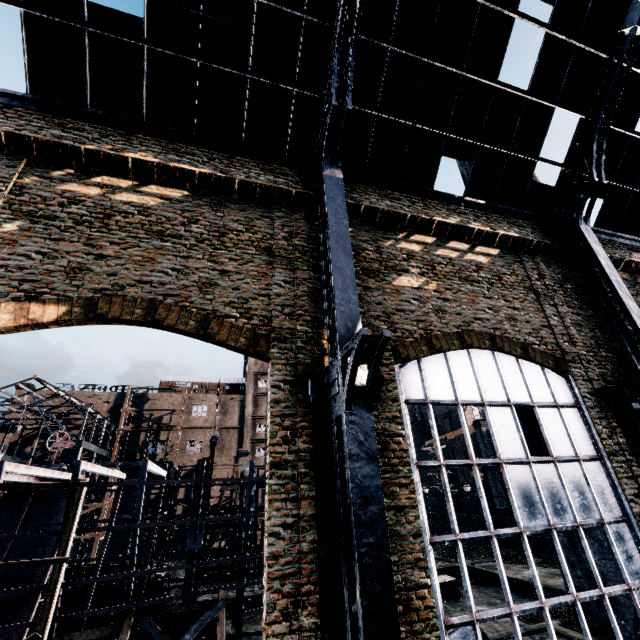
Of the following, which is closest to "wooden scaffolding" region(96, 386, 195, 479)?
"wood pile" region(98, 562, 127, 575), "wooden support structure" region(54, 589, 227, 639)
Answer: "wood pile" region(98, 562, 127, 575)

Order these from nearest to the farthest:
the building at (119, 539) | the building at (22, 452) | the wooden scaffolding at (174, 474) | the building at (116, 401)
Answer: the wooden scaffolding at (174, 474), the building at (119, 539), the building at (22, 452), the building at (116, 401)

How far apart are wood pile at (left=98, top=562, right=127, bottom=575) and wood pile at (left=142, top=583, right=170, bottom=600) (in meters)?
0.34

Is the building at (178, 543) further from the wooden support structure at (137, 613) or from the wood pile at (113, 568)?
the wooden support structure at (137, 613)

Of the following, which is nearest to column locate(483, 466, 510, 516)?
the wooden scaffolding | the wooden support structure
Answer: the wooden support structure

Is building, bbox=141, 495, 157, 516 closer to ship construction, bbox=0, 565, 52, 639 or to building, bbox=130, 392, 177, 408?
building, bbox=130, 392, 177, 408

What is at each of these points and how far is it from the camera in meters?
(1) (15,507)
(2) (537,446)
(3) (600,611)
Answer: (1) ship construction, 19.9 m
(2) chimney, 19.2 m
(3) chimney, 15.4 m

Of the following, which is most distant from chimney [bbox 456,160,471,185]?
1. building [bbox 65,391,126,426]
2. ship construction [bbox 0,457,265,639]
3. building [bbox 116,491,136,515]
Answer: building [bbox 65,391,126,426]
